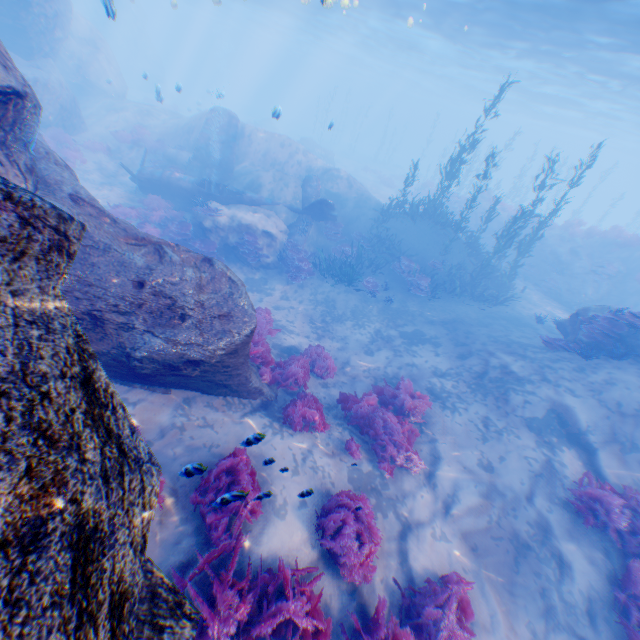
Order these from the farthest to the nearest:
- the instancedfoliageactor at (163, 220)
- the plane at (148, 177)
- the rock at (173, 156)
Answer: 1. the rock at (173, 156)
2. the plane at (148, 177)
3. the instancedfoliageactor at (163, 220)

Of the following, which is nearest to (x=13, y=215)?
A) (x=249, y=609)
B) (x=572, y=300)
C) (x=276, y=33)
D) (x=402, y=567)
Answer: (x=249, y=609)

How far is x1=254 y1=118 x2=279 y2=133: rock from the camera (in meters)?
44.84

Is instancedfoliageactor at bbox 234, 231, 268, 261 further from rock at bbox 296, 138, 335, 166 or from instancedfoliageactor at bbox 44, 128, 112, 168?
instancedfoliageactor at bbox 44, 128, 112, 168

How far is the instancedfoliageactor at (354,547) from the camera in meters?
4.7

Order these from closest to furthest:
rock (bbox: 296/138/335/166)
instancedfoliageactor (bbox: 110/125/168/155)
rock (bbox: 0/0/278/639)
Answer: rock (bbox: 0/0/278/639)
instancedfoliageactor (bbox: 110/125/168/155)
rock (bbox: 296/138/335/166)

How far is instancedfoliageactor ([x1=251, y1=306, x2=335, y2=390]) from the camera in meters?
8.5 m

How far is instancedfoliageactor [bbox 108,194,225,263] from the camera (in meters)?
14.34
